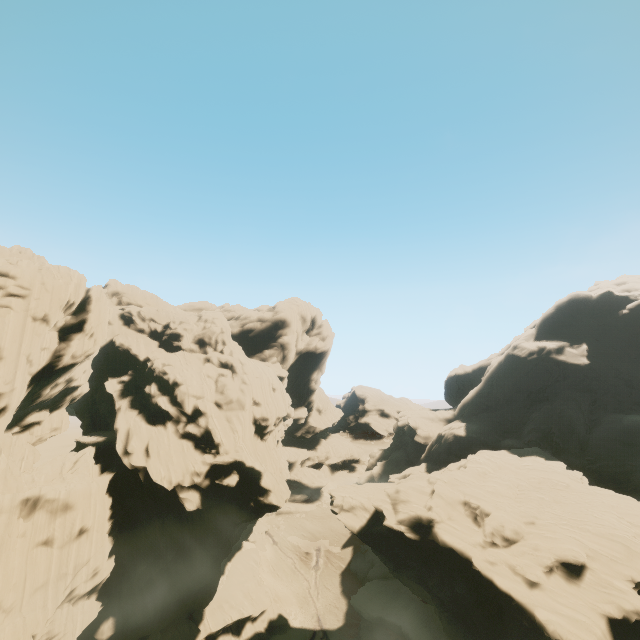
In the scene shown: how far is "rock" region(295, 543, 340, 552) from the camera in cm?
5810

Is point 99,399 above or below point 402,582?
above

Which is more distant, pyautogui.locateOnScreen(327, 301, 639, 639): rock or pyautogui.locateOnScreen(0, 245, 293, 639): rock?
pyautogui.locateOnScreen(0, 245, 293, 639): rock

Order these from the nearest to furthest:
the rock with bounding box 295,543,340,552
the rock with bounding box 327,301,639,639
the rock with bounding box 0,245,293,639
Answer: the rock with bounding box 327,301,639,639 → the rock with bounding box 0,245,293,639 → the rock with bounding box 295,543,340,552

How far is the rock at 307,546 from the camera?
58.1 meters

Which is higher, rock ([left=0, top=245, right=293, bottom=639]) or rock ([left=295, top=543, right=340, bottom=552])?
rock ([left=0, top=245, right=293, bottom=639])

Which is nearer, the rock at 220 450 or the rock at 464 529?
the rock at 464 529
